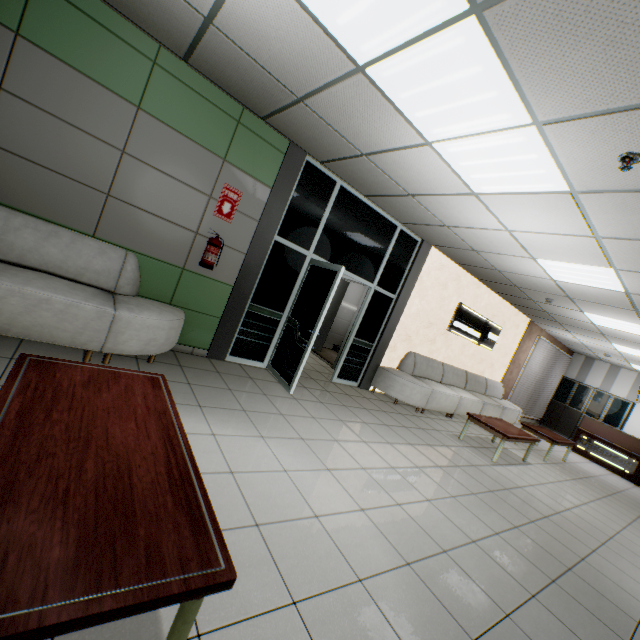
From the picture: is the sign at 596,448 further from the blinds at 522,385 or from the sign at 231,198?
the sign at 231,198

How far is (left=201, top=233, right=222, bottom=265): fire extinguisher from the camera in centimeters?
415cm

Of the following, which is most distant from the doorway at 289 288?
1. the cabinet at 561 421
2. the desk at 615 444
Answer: the cabinet at 561 421

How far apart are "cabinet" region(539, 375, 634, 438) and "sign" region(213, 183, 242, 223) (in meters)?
14.30

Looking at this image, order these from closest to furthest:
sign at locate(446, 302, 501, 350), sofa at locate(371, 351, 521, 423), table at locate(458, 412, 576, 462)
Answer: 1. table at locate(458, 412, 576, 462)
2. sofa at locate(371, 351, 521, 423)
3. sign at locate(446, 302, 501, 350)

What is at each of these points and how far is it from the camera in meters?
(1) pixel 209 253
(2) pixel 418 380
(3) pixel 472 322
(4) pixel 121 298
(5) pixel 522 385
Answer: (1) fire extinguisher, 4.2 m
(2) sofa, 6.7 m
(3) sign, 8.2 m
(4) sofa, 3.5 m
(5) blinds, 11.0 m

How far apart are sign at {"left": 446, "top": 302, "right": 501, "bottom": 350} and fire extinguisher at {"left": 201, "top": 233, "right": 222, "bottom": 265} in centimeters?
574cm

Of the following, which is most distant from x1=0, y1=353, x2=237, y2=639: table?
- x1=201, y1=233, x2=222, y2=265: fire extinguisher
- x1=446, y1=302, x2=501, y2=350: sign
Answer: x1=446, y1=302, x2=501, y2=350: sign
